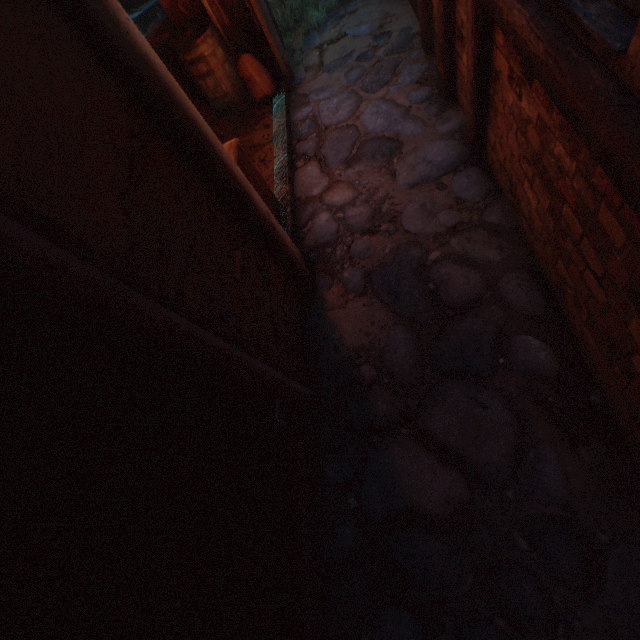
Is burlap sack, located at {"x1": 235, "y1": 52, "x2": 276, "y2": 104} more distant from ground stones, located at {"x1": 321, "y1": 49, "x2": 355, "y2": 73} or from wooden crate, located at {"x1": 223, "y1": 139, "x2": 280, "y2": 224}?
wooden crate, located at {"x1": 223, "y1": 139, "x2": 280, "y2": 224}

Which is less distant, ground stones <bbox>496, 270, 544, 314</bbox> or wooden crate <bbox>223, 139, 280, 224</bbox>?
ground stones <bbox>496, 270, 544, 314</bbox>

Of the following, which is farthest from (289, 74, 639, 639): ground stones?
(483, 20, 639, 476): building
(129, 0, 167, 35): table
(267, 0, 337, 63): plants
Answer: (129, 0, 167, 35): table

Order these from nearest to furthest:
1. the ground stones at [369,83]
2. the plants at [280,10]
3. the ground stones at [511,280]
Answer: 1. the ground stones at [511,280]
2. the ground stones at [369,83]
3. the plants at [280,10]

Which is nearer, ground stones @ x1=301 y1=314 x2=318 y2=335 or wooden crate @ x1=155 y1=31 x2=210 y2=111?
ground stones @ x1=301 y1=314 x2=318 y2=335

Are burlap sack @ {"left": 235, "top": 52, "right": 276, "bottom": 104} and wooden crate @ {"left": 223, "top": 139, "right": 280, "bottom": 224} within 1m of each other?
no

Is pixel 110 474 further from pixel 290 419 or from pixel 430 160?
pixel 430 160

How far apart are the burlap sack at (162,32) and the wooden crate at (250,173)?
3.1 meters
